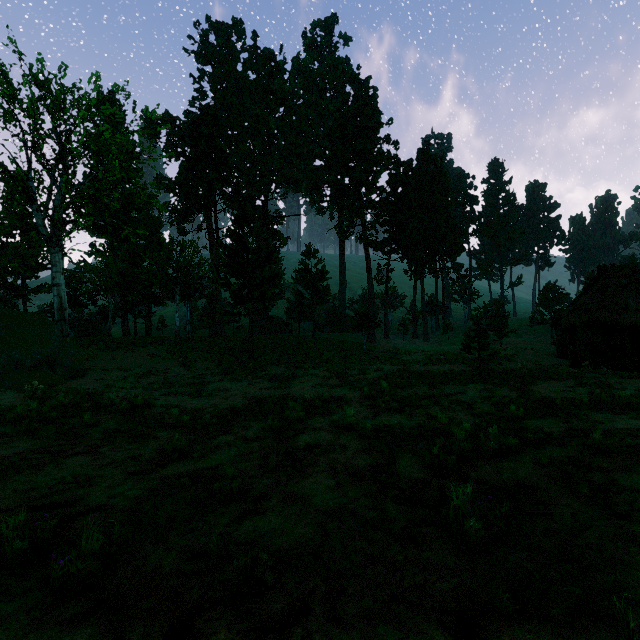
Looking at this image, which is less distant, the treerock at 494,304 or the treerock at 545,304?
the treerock at 494,304

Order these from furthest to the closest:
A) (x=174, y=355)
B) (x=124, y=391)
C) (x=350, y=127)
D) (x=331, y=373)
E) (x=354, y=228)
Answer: (x=350, y=127)
(x=354, y=228)
(x=174, y=355)
(x=331, y=373)
(x=124, y=391)

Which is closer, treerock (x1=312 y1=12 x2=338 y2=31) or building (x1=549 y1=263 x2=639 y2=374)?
building (x1=549 y1=263 x2=639 y2=374)

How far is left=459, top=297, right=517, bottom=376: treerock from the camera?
17.7 meters

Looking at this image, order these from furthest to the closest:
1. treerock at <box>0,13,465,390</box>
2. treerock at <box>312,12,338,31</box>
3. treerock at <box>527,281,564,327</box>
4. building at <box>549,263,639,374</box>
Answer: treerock at <box>312,12,338,31</box>, treerock at <box>527,281,564,327</box>, treerock at <box>0,13,465,390</box>, building at <box>549,263,639,374</box>
